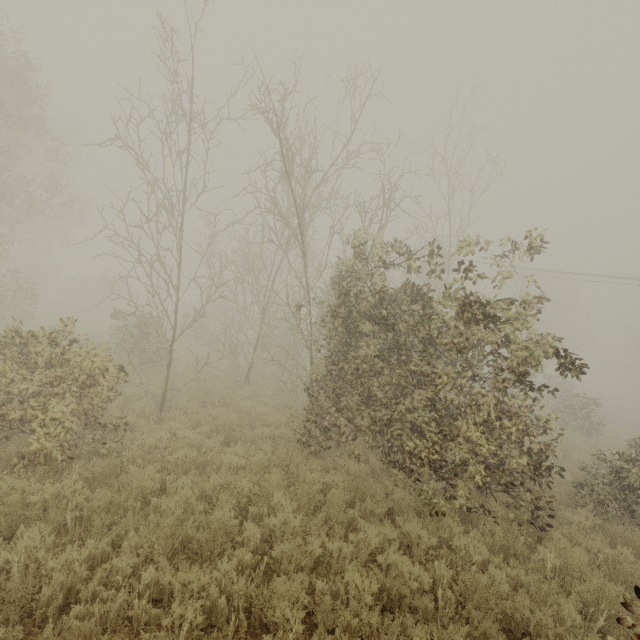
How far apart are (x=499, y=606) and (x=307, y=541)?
3.19m

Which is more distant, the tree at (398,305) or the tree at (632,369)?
the tree at (632,369)

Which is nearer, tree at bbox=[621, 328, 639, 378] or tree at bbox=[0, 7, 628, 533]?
tree at bbox=[0, 7, 628, 533]
